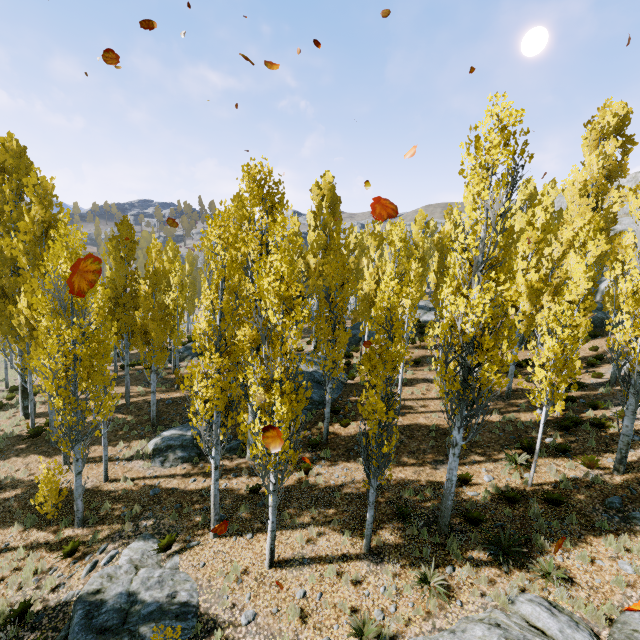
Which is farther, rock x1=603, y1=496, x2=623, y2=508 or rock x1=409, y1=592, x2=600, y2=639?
rock x1=603, y1=496, x2=623, y2=508

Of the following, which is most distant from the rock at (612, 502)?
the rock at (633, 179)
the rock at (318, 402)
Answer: the rock at (318, 402)

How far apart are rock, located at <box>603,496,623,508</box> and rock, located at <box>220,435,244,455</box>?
13.6 meters

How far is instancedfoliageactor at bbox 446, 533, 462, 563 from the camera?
9.19m

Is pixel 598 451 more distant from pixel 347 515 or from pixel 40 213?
pixel 40 213

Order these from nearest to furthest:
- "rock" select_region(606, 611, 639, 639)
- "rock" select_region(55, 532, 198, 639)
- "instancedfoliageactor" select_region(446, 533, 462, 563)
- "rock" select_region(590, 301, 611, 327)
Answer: "rock" select_region(606, 611, 639, 639) → "rock" select_region(55, 532, 198, 639) → "instancedfoliageactor" select_region(446, 533, 462, 563) → "rock" select_region(590, 301, 611, 327)

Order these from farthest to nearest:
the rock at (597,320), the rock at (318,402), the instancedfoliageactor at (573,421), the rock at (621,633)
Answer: the rock at (597,320), the rock at (318,402), the instancedfoliageactor at (573,421), the rock at (621,633)

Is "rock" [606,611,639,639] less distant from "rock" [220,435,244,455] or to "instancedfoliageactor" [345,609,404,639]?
"instancedfoliageactor" [345,609,404,639]
